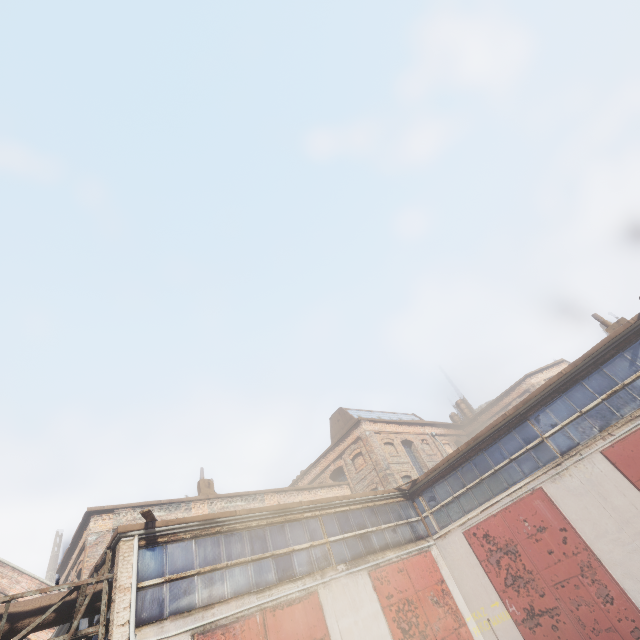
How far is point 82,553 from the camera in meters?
14.9 m

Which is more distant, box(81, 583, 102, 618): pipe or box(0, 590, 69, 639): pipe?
box(81, 583, 102, 618): pipe

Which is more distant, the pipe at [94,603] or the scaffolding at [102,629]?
the pipe at [94,603]

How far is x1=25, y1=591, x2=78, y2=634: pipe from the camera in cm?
713

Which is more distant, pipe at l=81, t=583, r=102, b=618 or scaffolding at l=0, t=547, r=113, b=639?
pipe at l=81, t=583, r=102, b=618

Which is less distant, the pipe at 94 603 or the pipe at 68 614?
the pipe at 68 614
